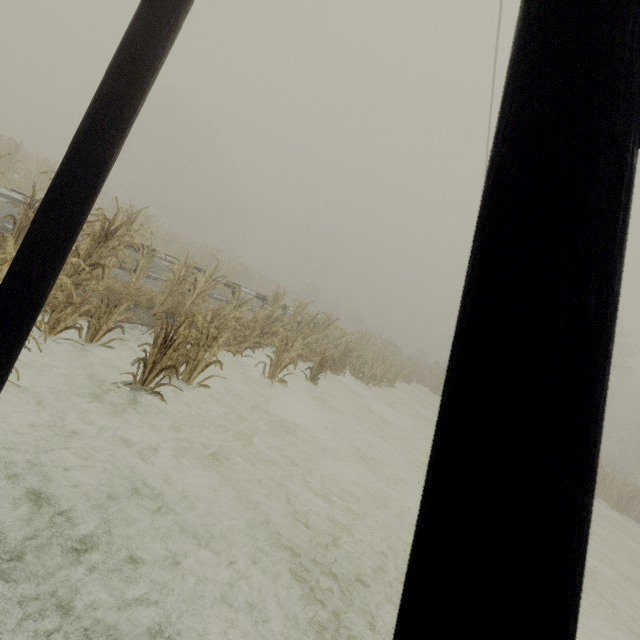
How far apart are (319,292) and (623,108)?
58.6 meters

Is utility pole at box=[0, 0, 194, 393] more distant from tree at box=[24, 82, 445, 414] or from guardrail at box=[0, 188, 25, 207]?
guardrail at box=[0, 188, 25, 207]

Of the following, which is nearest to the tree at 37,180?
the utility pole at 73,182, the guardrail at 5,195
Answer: the utility pole at 73,182

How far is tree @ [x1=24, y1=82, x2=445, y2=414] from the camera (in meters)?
4.59

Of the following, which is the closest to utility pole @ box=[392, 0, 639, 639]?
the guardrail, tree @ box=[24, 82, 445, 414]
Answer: tree @ box=[24, 82, 445, 414]
